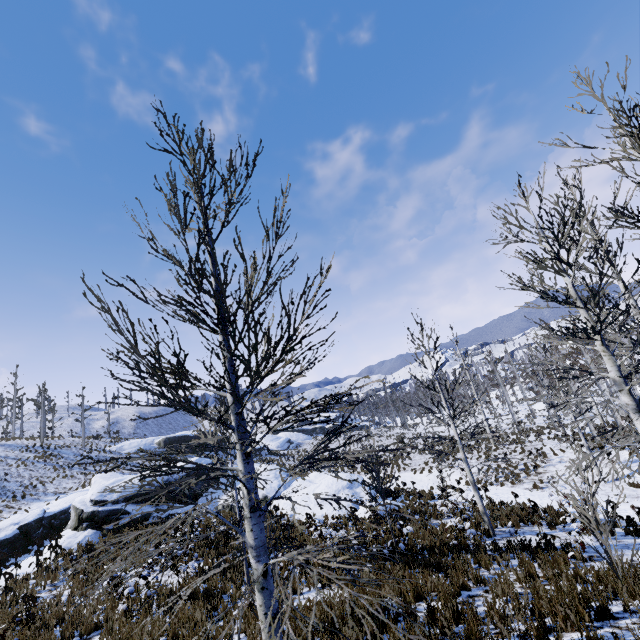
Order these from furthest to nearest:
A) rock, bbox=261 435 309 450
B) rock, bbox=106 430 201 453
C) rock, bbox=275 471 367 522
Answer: rock, bbox=261 435 309 450, rock, bbox=106 430 201 453, rock, bbox=275 471 367 522

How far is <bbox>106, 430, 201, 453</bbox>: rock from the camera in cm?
3812

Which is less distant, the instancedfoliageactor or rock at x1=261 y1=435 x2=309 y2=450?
the instancedfoliageactor

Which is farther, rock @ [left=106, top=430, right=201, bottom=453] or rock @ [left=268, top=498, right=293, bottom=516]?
rock @ [left=106, top=430, right=201, bottom=453]

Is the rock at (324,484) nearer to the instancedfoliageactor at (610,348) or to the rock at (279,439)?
the instancedfoliageactor at (610,348)

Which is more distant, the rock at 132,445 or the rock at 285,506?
the rock at 132,445

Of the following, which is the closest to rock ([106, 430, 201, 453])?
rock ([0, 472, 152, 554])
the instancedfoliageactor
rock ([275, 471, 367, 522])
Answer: rock ([275, 471, 367, 522])

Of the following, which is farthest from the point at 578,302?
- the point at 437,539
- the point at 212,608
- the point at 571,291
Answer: the point at 212,608
